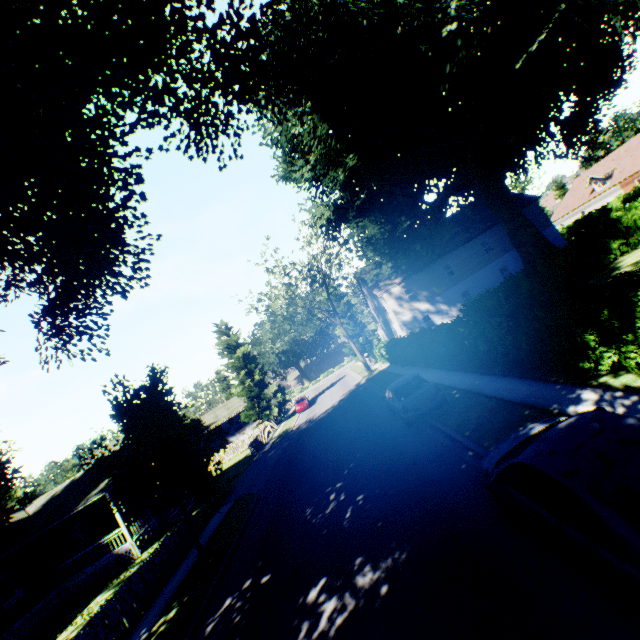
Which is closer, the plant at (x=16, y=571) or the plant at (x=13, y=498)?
the plant at (x=16, y=571)

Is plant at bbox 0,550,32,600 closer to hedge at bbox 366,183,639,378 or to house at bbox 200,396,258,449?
house at bbox 200,396,258,449

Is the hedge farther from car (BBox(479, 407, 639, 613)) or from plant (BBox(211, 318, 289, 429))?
car (BBox(479, 407, 639, 613))

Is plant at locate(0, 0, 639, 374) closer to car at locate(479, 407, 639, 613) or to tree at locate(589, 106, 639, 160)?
tree at locate(589, 106, 639, 160)

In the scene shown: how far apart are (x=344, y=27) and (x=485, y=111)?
10.85m

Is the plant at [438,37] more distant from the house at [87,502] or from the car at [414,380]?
the car at [414,380]

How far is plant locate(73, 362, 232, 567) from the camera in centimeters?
1071cm

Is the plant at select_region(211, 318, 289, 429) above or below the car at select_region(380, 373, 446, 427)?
above
